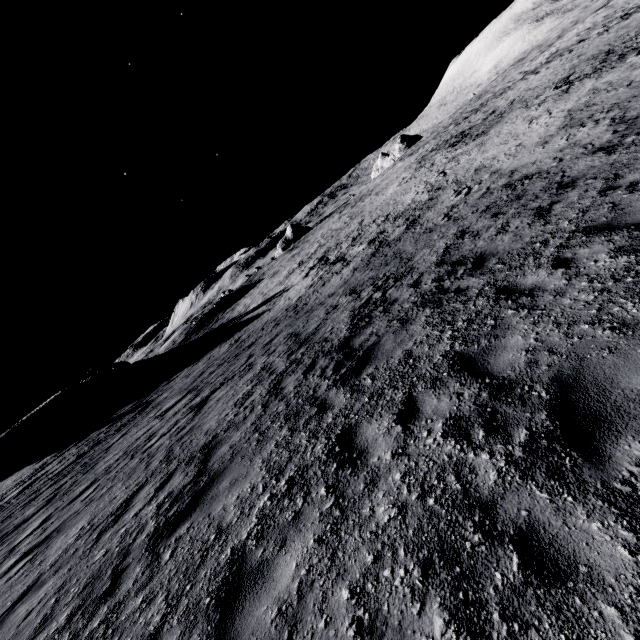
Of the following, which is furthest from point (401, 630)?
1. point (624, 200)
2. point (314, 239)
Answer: point (314, 239)
